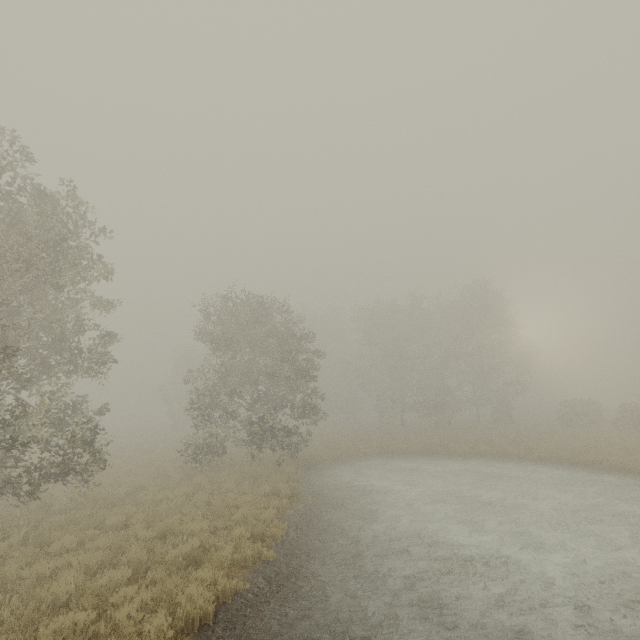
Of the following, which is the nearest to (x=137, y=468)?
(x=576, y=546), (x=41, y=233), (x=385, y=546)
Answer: (x=41, y=233)
